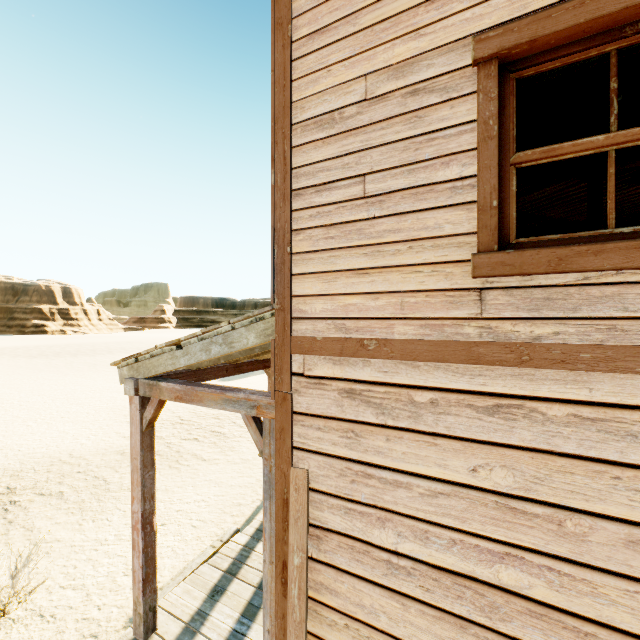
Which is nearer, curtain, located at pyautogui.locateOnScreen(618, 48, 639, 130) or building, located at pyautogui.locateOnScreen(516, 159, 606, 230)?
curtain, located at pyautogui.locateOnScreen(618, 48, 639, 130)

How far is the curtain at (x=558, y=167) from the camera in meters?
1.8

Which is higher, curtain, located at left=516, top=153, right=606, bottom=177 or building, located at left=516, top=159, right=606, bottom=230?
building, located at left=516, top=159, right=606, bottom=230

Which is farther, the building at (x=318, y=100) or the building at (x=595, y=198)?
the building at (x=595, y=198)

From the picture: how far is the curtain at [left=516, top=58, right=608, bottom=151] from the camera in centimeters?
173cm

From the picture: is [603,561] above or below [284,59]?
below
